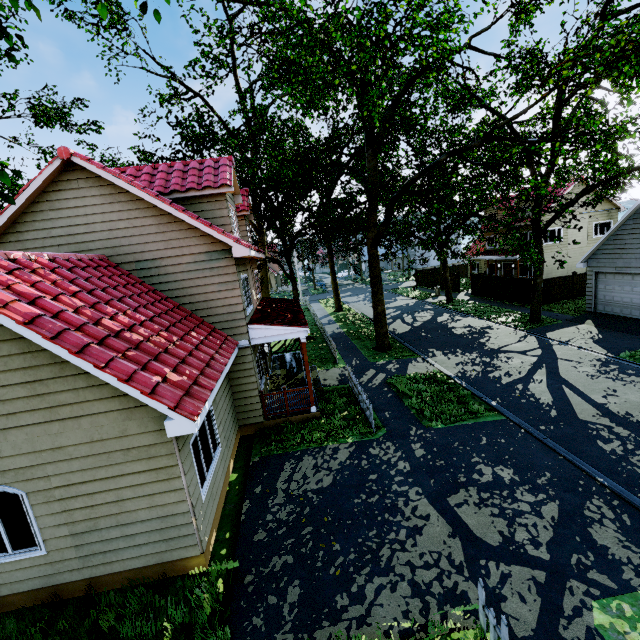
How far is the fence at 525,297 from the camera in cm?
2453

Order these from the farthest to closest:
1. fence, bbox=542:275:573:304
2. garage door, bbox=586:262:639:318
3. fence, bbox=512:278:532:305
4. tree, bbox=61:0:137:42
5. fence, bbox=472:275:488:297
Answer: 1. fence, bbox=472:275:488:297
2. fence, bbox=512:278:532:305
3. fence, bbox=542:275:573:304
4. tree, bbox=61:0:137:42
5. garage door, bbox=586:262:639:318

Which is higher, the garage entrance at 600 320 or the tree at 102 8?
the tree at 102 8

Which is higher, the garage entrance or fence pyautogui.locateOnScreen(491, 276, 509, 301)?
fence pyautogui.locateOnScreen(491, 276, 509, 301)

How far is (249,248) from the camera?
13.1 meters

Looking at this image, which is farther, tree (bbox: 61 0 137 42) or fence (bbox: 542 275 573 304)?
fence (bbox: 542 275 573 304)

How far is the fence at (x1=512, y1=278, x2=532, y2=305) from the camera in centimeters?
2453cm

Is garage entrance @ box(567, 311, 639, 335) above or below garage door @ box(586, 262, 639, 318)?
below
